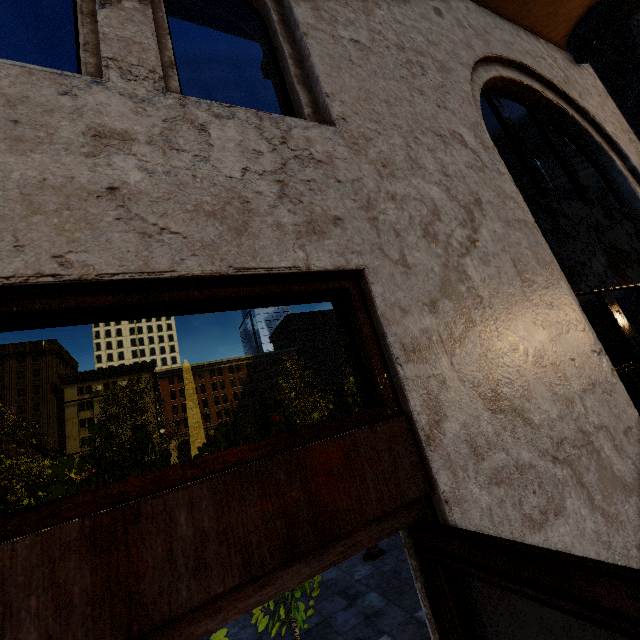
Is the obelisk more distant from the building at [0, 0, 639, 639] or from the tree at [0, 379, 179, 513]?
the building at [0, 0, 639, 639]

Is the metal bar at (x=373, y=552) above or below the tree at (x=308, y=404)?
below

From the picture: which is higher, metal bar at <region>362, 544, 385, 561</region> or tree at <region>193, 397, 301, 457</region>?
tree at <region>193, 397, 301, 457</region>

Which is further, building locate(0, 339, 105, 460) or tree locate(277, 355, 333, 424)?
building locate(0, 339, 105, 460)

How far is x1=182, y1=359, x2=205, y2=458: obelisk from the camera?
31.4m

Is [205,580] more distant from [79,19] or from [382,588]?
[382,588]

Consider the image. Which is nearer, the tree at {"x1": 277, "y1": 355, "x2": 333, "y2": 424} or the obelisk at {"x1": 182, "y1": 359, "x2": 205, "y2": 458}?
the tree at {"x1": 277, "y1": 355, "x2": 333, "y2": 424}

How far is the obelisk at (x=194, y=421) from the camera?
31.44m
